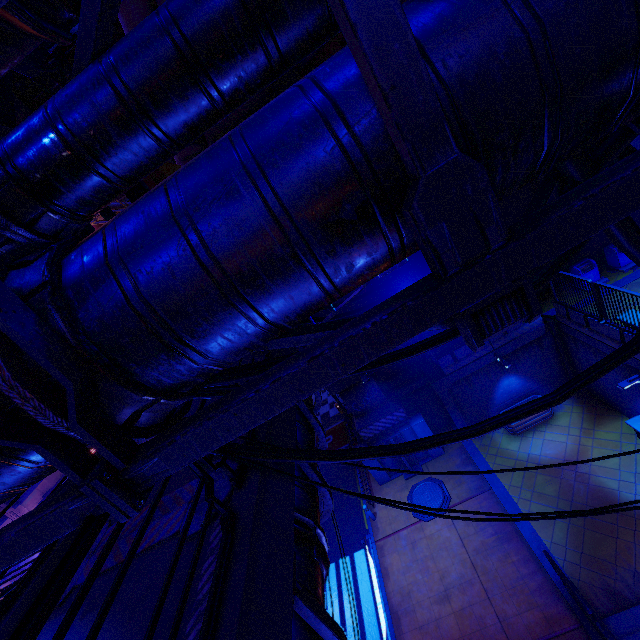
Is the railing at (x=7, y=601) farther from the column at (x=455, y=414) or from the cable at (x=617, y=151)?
the column at (x=455, y=414)

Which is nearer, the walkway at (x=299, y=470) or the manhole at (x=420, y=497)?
the walkway at (x=299, y=470)

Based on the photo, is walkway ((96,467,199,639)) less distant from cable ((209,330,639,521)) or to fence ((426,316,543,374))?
cable ((209,330,639,521))

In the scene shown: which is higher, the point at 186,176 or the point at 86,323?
the point at 186,176

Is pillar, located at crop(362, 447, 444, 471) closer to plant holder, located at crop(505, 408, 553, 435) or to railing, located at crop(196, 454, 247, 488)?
plant holder, located at crop(505, 408, 553, 435)

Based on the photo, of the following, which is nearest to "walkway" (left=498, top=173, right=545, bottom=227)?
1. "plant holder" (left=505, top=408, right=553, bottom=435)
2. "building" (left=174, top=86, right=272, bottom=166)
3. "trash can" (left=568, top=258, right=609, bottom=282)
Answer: "trash can" (left=568, top=258, right=609, bottom=282)

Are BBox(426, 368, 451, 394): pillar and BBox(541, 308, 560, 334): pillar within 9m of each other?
yes

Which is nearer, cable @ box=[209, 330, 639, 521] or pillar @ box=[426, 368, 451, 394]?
cable @ box=[209, 330, 639, 521]
